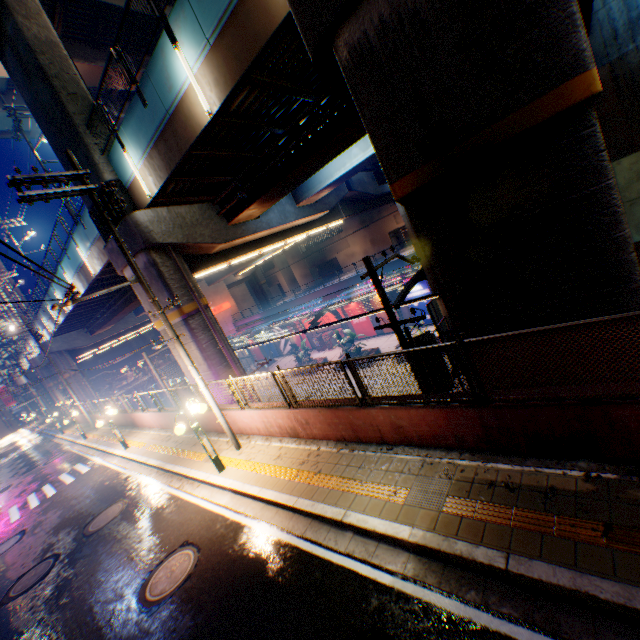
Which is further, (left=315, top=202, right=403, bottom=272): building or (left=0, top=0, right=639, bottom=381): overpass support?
(left=315, top=202, right=403, bottom=272): building

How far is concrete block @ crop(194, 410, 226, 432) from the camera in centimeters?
1221cm

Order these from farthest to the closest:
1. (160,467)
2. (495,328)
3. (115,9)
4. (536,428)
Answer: (115,9), (160,467), (495,328), (536,428)

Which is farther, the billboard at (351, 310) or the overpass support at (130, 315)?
the billboard at (351, 310)

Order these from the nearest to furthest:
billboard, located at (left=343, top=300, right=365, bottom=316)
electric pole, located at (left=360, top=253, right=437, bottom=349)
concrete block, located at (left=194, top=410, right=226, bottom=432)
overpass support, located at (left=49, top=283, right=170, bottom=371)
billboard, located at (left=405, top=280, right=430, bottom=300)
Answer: electric pole, located at (left=360, top=253, right=437, bottom=349)
concrete block, located at (left=194, top=410, right=226, bottom=432)
overpass support, located at (left=49, top=283, right=170, bottom=371)
billboard, located at (left=405, top=280, right=430, bottom=300)
billboard, located at (left=343, top=300, right=365, bottom=316)

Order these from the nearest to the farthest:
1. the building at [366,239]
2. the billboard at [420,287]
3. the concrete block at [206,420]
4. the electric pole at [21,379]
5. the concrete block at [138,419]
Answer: the concrete block at [206,420] < the concrete block at [138,419] < the electric pole at [21,379] < the billboard at [420,287] < the building at [366,239]

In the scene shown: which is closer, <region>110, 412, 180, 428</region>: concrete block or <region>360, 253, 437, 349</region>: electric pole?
<region>360, 253, 437, 349</region>: electric pole

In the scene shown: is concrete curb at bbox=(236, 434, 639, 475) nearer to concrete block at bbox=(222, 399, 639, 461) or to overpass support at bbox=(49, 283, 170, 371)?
concrete block at bbox=(222, 399, 639, 461)
